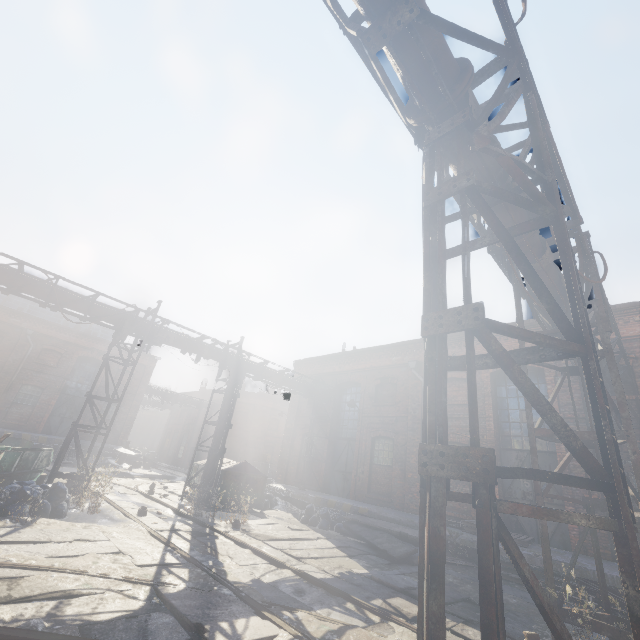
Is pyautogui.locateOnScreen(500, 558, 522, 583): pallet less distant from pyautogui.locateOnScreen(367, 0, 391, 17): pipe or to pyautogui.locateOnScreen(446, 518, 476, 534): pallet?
pyautogui.locateOnScreen(446, 518, 476, 534): pallet

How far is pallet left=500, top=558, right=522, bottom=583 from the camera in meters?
8.8

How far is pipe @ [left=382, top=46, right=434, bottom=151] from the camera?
3.3 meters

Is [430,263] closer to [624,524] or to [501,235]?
[501,235]

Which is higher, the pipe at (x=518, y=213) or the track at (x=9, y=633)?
the pipe at (x=518, y=213)

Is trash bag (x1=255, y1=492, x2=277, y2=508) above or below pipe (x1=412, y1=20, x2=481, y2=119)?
below

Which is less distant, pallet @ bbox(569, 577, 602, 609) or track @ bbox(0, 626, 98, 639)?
track @ bbox(0, 626, 98, 639)

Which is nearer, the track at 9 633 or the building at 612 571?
the track at 9 633
